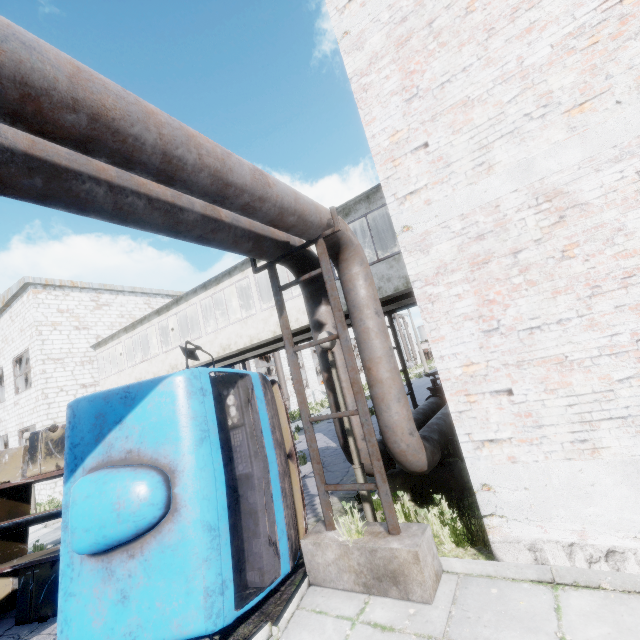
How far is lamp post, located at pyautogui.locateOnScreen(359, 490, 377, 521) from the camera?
4.8m

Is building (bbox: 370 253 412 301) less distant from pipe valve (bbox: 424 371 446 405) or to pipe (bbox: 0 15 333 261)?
pipe (bbox: 0 15 333 261)

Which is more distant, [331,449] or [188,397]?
[331,449]

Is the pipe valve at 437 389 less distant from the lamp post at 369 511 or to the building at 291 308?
the building at 291 308

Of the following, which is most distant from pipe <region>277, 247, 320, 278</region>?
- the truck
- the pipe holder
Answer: the truck

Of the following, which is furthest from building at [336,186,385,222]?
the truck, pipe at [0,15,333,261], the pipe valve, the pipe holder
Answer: the pipe holder

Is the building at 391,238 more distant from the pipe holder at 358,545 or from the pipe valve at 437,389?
the pipe holder at 358,545

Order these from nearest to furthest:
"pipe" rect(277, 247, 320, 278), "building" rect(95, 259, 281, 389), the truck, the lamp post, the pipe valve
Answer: the truck
the lamp post
"pipe" rect(277, 247, 320, 278)
the pipe valve
"building" rect(95, 259, 281, 389)
